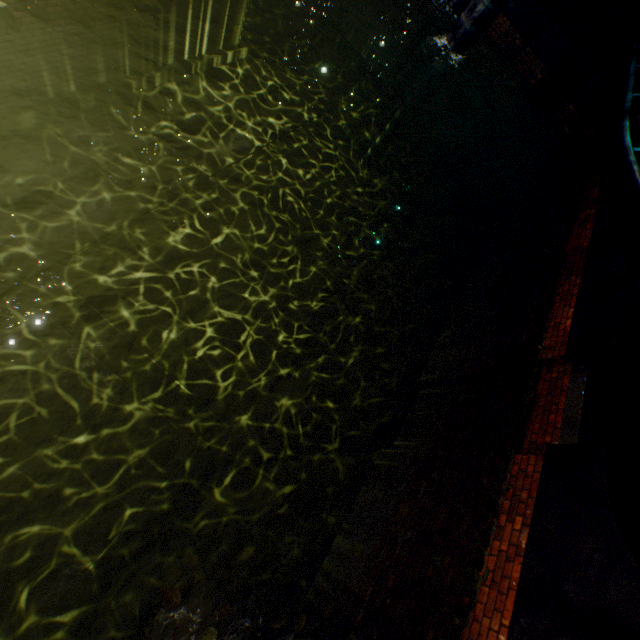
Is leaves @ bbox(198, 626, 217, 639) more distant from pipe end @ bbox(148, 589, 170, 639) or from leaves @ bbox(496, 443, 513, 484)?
pipe end @ bbox(148, 589, 170, 639)

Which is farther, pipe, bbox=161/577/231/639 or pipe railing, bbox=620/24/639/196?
pipe railing, bbox=620/24/639/196

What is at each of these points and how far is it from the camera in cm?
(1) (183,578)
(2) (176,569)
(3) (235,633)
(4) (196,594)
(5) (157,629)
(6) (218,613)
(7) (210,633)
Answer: (1) pipe end, 448
(2) pipe, 523
(3) pipe railing, 274
(4) pipe, 414
(5) pipe end, 418
(6) leaves, 250
(7) leaves, 244

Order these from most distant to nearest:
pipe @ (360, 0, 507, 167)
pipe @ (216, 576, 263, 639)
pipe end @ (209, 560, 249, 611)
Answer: pipe @ (360, 0, 507, 167) < pipe end @ (209, 560, 249, 611) < pipe @ (216, 576, 263, 639)

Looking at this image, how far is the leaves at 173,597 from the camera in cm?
239

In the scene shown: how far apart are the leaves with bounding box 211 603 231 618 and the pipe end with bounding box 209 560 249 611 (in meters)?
2.51

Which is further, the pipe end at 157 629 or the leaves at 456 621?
the pipe end at 157 629

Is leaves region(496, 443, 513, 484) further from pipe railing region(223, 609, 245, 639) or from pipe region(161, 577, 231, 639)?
pipe railing region(223, 609, 245, 639)
